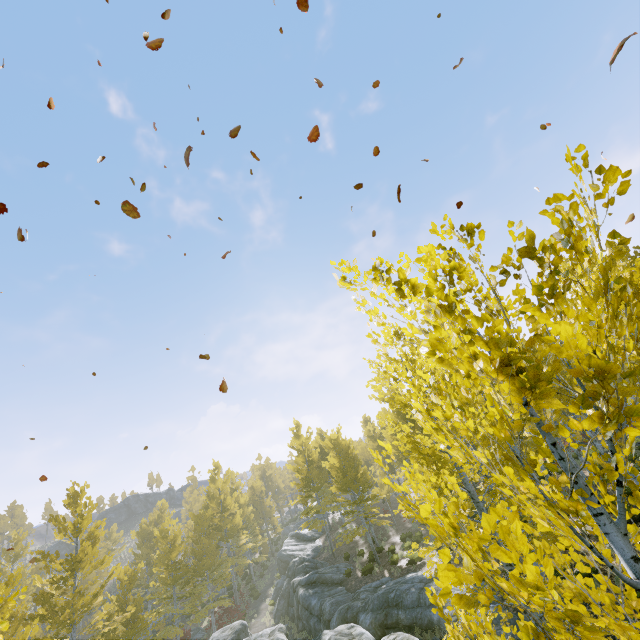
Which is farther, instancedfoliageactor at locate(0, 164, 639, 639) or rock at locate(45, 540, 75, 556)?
rock at locate(45, 540, 75, 556)

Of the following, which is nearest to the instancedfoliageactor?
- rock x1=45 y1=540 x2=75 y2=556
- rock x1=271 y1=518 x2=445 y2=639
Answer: rock x1=271 y1=518 x2=445 y2=639

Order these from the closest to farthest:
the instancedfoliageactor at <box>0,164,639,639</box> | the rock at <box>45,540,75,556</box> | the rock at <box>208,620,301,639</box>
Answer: the instancedfoliageactor at <box>0,164,639,639</box>, the rock at <box>208,620,301,639</box>, the rock at <box>45,540,75,556</box>

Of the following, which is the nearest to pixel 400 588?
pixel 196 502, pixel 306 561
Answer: pixel 306 561

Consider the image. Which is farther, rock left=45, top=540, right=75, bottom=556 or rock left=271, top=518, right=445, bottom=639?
rock left=45, top=540, right=75, bottom=556

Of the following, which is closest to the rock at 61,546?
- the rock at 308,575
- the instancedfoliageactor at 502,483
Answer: the instancedfoliageactor at 502,483

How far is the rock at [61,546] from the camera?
54.45m
